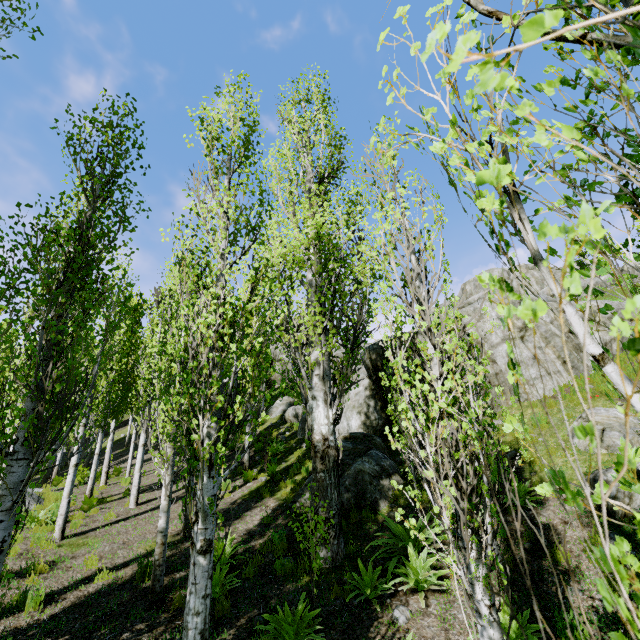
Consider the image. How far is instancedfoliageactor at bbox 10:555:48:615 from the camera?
6.0m

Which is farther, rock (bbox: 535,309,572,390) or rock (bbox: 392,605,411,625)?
rock (bbox: 535,309,572,390)

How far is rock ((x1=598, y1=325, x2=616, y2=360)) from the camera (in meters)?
12.84

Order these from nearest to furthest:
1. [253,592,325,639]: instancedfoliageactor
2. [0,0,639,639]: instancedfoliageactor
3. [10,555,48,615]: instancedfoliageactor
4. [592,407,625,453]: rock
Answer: [0,0,639,639]: instancedfoliageactor → [253,592,325,639]: instancedfoliageactor → [10,555,48,615]: instancedfoliageactor → [592,407,625,453]: rock

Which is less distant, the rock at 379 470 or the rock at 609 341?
the rock at 379 470

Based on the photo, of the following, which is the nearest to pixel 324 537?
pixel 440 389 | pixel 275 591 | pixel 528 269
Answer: pixel 275 591

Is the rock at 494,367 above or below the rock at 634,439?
above
